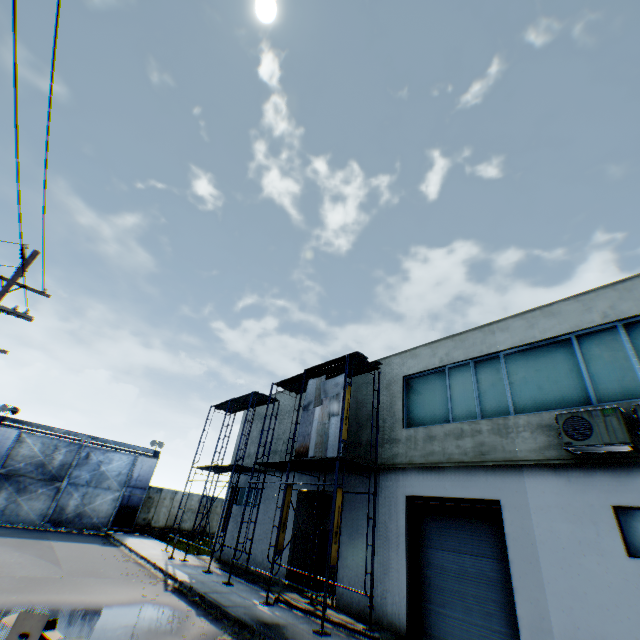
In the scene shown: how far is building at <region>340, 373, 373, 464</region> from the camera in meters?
14.5 m

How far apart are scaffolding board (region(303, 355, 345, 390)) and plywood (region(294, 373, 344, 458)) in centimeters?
50cm

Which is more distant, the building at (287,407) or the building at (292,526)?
the building at (287,407)

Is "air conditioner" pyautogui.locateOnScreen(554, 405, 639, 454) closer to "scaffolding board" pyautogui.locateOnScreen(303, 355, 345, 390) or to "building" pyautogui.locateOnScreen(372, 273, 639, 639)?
"building" pyautogui.locateOnScreen(372, 273, 639, 639)

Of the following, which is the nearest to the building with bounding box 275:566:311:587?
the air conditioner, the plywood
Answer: the air conditioner

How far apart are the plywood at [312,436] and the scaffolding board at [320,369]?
0.5 meters

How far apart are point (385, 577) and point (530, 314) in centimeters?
1070cm

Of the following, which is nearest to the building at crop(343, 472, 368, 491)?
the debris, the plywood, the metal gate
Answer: the plywood
